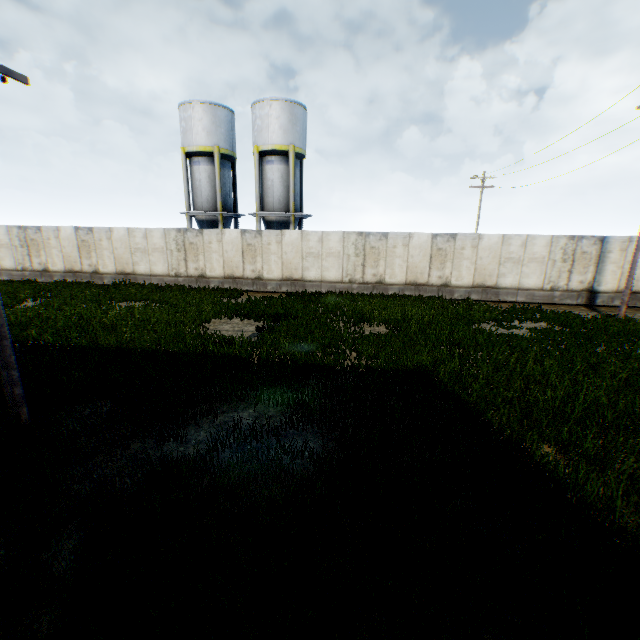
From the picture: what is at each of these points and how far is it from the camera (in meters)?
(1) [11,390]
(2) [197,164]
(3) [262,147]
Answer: (1) electric pole, 5.22
(2) vertical tank, 24.44
(3) vertical tank, 23.20

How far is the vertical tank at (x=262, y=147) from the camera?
22.58m

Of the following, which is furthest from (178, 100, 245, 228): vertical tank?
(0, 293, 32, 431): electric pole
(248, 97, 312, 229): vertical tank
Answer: (0, 293, 32, 431): electric pole

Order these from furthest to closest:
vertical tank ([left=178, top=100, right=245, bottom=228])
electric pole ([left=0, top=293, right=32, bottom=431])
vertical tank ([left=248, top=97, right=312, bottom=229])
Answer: vertical tank ([left=178, top=100, right=245, bottom=228]), vertical tank ([left=248, top=97, right=312, bottom=229]), electric pole ([left=0, top=293, right=32, bottom=431])

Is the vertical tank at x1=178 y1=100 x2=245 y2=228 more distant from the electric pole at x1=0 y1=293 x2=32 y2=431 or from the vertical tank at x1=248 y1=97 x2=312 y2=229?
the electric pole at x1=0 y1=293 x2=32 y2=431

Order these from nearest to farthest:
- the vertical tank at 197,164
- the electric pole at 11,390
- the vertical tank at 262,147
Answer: the electric pole at 11,390
the vertical tank at 262,147
the vertical tank at 197,164
